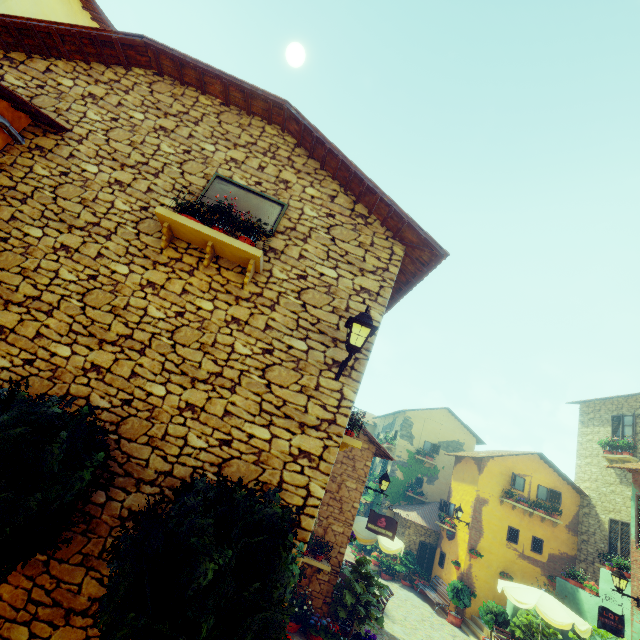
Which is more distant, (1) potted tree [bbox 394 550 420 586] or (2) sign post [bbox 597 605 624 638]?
(1) potted tree [bbox 394 550 420 586]

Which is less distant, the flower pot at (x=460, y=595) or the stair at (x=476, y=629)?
the stair at (x=476, y=629)

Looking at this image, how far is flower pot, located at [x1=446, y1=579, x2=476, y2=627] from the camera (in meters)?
14.20

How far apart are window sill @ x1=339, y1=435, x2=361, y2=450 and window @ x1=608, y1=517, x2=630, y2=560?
16.75m

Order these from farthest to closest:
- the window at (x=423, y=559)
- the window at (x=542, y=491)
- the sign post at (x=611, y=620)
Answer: the window at (x=423, y=559) → the window at (x=542, y=491) → the sign post at (x=611, y=620)

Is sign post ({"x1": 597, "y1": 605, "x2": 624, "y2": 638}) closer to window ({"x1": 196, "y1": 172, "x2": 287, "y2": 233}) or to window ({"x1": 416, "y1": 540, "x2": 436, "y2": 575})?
window ({"x1": 416, "y1": 540, "x2": 436, "y2": 575})

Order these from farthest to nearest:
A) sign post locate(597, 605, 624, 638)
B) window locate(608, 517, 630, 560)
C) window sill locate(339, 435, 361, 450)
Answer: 1. window locate(608, 517, 630, 560)
2. sign post locate(597, 605, 624, 638)
3. window sill locate(339, 435, 361, 450)

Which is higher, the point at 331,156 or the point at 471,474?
the point at 331,156
